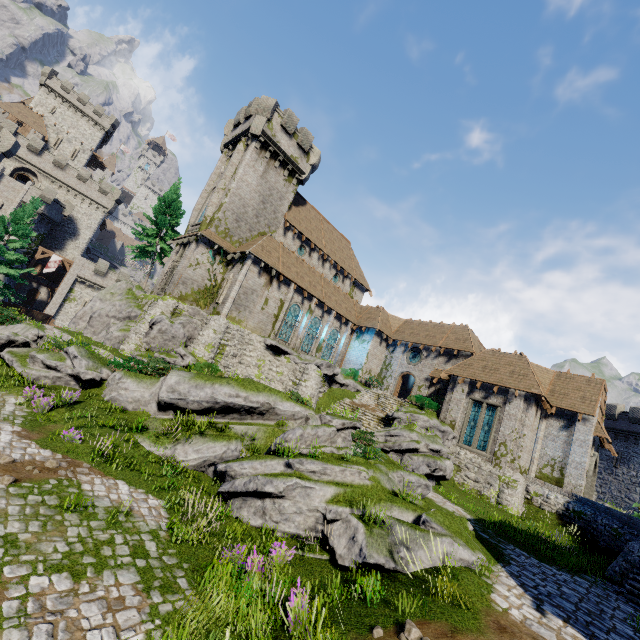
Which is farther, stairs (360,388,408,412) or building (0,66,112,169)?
building (0,66,112,169)

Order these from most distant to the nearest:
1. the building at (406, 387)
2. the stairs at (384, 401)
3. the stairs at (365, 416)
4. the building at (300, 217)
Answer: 1. the building at (406, 387)
2. the stairs at (384, 401)
3. the stairs at (365, 416)
4. the building at (300, 217)

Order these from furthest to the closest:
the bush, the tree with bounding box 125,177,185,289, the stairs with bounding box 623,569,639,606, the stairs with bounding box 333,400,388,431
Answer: the tree with bounding box 125,177,185,289
the stairs with bounding box 333,400,388,431
the bush
the stairs with bounding box 623,569,639,606

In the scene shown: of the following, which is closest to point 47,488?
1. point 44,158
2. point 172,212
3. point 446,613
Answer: point 446,613

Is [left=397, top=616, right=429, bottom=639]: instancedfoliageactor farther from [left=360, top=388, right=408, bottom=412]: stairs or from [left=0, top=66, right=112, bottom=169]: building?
[left=0, top=66, right=112, bottom=169]: building

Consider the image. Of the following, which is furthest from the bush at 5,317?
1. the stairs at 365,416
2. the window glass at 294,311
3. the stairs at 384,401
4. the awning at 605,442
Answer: the awning at 605,442

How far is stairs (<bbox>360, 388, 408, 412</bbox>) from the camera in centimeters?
2691cm

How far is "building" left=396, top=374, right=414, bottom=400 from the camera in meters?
37.5
